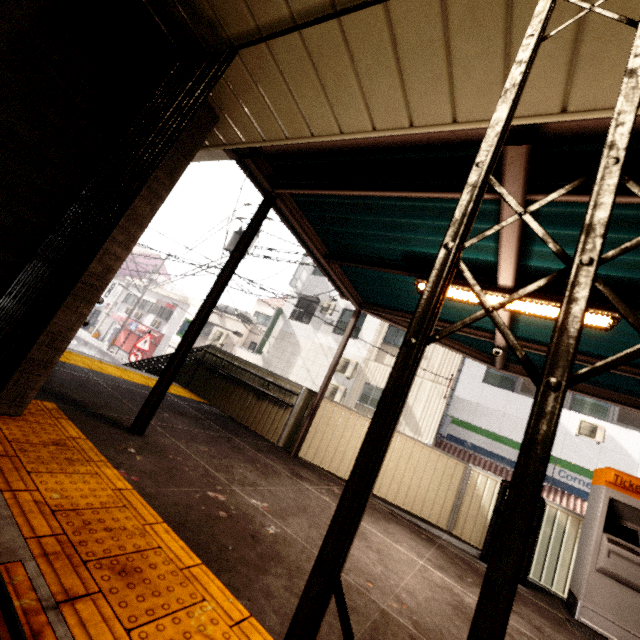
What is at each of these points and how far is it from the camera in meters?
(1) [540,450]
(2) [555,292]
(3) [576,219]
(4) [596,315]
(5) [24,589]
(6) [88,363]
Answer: (1) gate, 0.6
(2) exterior awning, 3.4
(3) exterior awning, 2.6
(4) fluorescent light, 3.1
(5) groundtactileadastrip, 1.1
(6) groundtactileadastrip, 5.4

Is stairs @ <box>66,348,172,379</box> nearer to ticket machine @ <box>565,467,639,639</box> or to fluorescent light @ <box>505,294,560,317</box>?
fluorescent light @ <box>505,294,560,317</box>

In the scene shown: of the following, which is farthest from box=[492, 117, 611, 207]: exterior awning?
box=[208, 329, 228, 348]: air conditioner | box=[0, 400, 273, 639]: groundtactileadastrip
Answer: box=[208, 329, 228, 348]: air conditioner

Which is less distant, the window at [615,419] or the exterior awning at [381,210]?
the exterior awning at [381,210]

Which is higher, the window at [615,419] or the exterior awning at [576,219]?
the window at [615,419]

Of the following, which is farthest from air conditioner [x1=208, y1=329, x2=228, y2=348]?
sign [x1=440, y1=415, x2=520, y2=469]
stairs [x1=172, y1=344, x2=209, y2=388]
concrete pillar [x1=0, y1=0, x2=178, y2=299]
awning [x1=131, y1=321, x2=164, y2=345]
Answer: concrete pillar [x1=0, y1=0, x2=178, y2=299]

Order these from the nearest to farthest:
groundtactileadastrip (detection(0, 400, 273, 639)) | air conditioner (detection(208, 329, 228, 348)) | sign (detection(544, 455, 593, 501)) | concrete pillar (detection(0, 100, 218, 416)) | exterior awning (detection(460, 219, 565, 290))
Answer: groundtactileadastrip (detection(0, 400, 273, 639))
concrete pillar (detection(0, 100, 218, 416))
exterior awning (detection(460, 219, 565, 290))
sign (detection(544, 455, 593, 501))
air conditioner (detection(208, 329, 228, 348))

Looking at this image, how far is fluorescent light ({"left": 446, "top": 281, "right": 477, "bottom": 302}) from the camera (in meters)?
3.73
